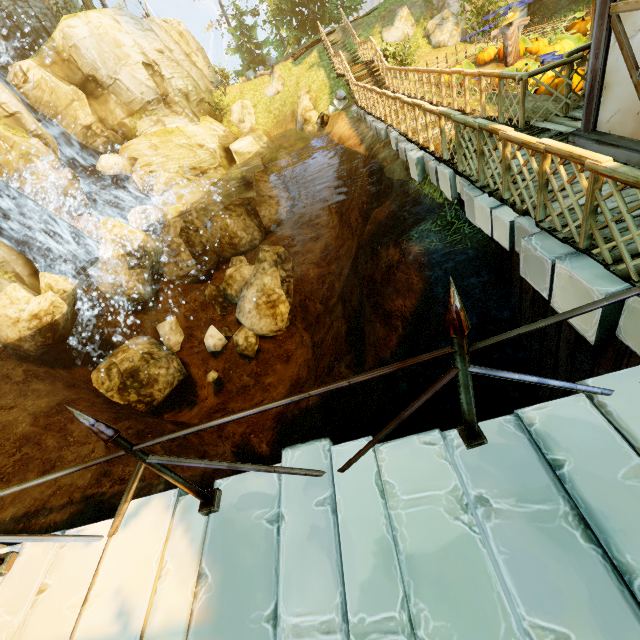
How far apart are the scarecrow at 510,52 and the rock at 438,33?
6.89m

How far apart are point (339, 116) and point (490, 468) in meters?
19.0 m

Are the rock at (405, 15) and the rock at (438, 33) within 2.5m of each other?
yes

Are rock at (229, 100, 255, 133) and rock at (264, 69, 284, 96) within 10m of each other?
yes

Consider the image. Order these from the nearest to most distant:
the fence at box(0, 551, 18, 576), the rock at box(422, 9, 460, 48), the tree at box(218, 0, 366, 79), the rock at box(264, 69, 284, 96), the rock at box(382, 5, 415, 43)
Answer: the fence at box(0, 551, 18, 576)
the rock at box(422, 9, 460, 48)
the rock at box(382, 5, 415, 43)
the rock at box(264, 69, 284, 96)
the tree at box(218, 0, 366, 79)

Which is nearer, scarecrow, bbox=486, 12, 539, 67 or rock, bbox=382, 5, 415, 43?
scarecrow, bbox=486, 12, 539, 67

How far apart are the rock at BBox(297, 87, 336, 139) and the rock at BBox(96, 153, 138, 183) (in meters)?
9.92

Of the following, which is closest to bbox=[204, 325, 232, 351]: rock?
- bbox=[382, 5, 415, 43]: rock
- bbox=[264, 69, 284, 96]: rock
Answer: bbox=[264, 69, 284, 96]: rock
